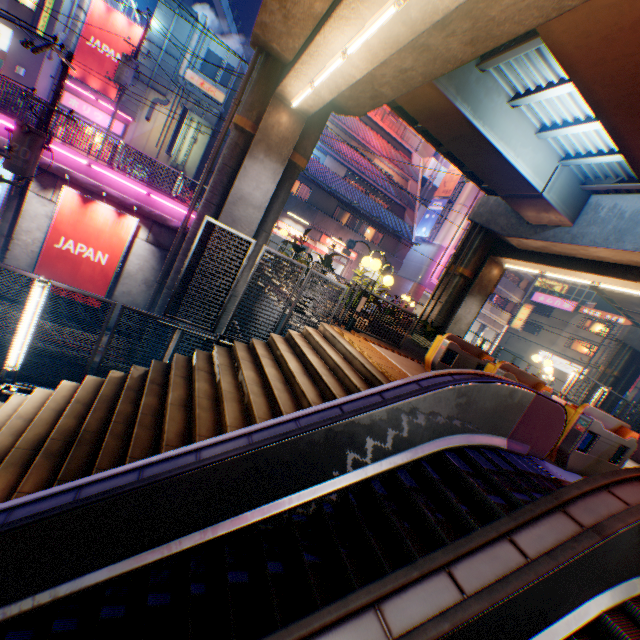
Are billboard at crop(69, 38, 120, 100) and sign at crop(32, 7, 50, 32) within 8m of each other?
yes

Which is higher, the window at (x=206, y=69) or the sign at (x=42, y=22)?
the window at (x=206, y=69)

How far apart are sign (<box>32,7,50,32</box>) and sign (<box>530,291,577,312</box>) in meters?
58.2

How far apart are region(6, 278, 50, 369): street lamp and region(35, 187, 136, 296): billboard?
8.5 meters

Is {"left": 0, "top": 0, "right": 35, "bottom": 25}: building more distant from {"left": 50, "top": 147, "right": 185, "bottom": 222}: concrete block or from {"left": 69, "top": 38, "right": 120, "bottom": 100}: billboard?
{"left": 50, "top": 147, "right": 185, "bottom": 222}: concrete block

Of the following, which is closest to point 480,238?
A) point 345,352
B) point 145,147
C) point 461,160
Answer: point 461,160

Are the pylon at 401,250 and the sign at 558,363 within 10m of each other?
no

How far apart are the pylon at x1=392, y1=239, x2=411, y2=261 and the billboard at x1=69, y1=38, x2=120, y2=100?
24.2 meters
